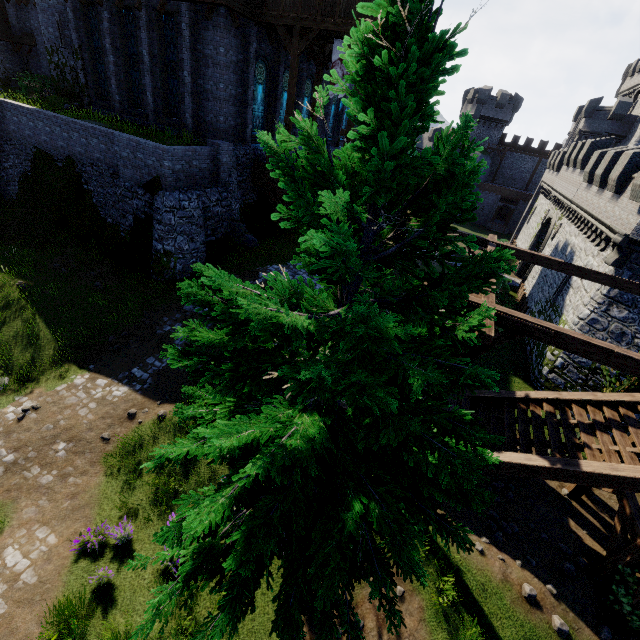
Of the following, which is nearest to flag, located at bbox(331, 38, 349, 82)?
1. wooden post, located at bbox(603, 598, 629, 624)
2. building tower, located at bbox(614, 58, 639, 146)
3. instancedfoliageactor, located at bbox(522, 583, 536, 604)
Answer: wooden post, located at bbox(603, 598, 629, 624)

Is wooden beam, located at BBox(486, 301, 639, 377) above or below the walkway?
below

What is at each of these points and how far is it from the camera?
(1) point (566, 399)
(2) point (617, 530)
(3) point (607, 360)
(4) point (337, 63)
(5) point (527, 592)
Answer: (1) stairs, 10.52m
(2) wooden support, 9.38m
(3) wooden beam, 5.82m
(4) flag, 18.06m
(5) instancedfoliageactor, 7.94m

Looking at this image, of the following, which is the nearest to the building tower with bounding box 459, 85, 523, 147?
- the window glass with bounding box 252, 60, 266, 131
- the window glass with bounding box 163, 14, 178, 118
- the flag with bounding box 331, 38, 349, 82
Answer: the flag with bounding box 331, 38, 349, 82

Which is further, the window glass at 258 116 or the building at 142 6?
the window glass at 258 116

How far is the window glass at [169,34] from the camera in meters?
17.0 m

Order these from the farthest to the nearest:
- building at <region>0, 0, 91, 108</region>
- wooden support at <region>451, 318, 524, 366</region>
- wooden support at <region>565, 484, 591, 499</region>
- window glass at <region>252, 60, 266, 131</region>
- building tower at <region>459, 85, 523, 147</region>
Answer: building tower at <region>459, 85, 523, 147</region> < building at <region>0, 0, 91, 108</region> < window glass at <region>252, 60, 266, 131</region> < wooden support at <region>565, 484, 591, 499</region> < wooden support at <region>451, 318, 524, 366</region>

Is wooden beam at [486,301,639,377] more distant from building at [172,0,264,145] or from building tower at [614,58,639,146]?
building tower at [614,58,639,146]
